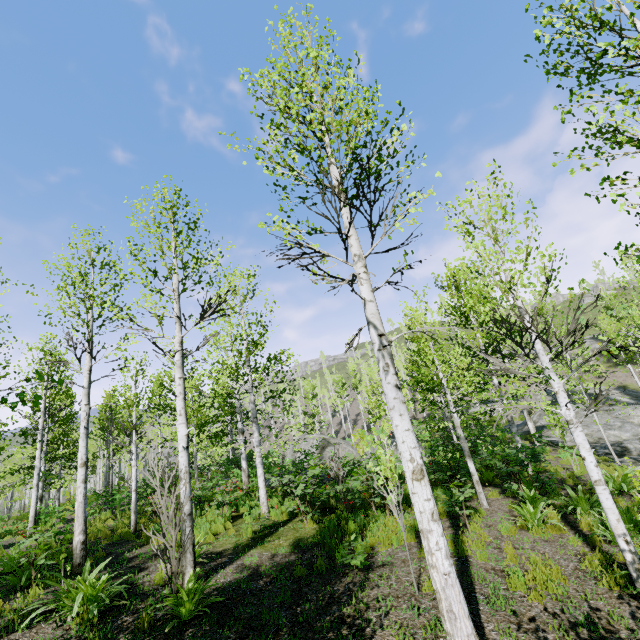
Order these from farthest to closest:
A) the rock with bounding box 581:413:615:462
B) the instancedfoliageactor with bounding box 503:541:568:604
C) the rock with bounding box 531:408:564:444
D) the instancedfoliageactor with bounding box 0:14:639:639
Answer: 1. the rock with bounding box 531:408:564:444
2. the rock with bounding box 581:413:615:462
3. the instancedfoliageactor with bounding box 503:541:568:604
4. the instancedfoliageactor with bounding box 0:14:639:639

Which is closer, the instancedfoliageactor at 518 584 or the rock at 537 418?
the instancedfoliageactor at 518 584

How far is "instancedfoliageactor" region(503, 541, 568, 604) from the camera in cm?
501

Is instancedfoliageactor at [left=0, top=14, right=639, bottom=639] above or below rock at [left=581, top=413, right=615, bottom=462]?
above

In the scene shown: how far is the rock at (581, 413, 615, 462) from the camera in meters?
16.2 m

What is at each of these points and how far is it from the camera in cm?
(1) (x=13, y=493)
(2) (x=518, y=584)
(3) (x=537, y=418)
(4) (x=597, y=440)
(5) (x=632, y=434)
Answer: (1) instancedfoliageactor, 3394
(2) instancedfoliageactor, 530
(3) rock, 2508
(4) rock, 1869
(5) rock, 1841

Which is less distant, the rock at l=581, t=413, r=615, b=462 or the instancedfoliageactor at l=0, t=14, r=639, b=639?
the instancedfoliageactor at l=0, t=14, r=639, b=639

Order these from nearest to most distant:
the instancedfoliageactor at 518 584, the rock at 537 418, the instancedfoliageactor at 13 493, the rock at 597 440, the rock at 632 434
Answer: the instancedfoliageactor at 13 493, the instancedfoliageactor at 518 584, the rock at 632 434, the rock at 597 440, the rock at 537 418
